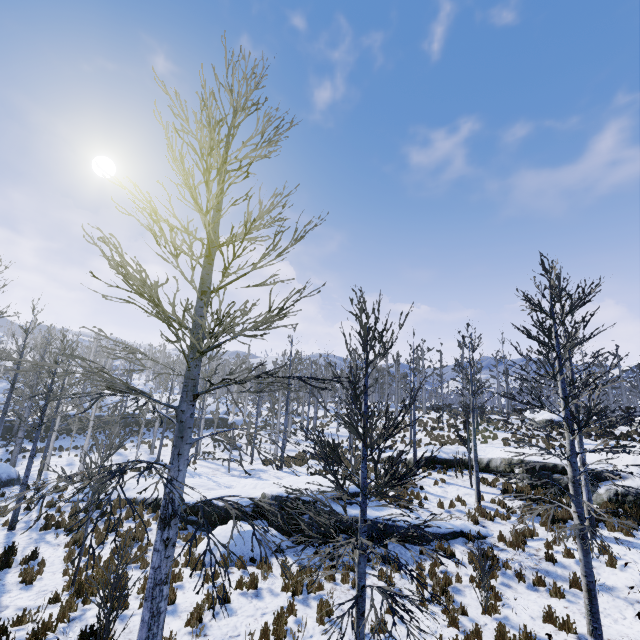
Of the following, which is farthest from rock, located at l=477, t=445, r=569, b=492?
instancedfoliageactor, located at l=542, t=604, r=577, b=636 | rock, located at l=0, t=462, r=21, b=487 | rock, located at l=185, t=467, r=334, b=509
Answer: rock, located at l=0, t=462, r=21, b=487

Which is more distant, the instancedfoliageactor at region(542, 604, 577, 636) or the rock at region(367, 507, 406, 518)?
the rock at region(367, 507, 406, 518)

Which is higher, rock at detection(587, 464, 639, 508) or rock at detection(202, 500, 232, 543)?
rock at detection(587, 464, 639, 508)

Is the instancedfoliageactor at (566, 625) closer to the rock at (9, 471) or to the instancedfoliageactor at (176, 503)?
the instancedfoliageactor at (176, 503)

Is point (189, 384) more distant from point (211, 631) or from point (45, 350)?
point (45, 350)

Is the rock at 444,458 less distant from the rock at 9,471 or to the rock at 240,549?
the rock at 240,549

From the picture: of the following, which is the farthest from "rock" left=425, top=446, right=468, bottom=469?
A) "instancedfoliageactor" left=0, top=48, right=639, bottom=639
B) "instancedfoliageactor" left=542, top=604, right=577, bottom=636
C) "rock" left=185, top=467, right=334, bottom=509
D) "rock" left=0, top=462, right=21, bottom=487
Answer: "rock" left=0, top=462, right=21, bottom=487

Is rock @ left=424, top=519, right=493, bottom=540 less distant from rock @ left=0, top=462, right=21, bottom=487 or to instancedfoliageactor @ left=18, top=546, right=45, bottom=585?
instancedfoliageactor @ left=18, top=546, right=45, bottom=585
